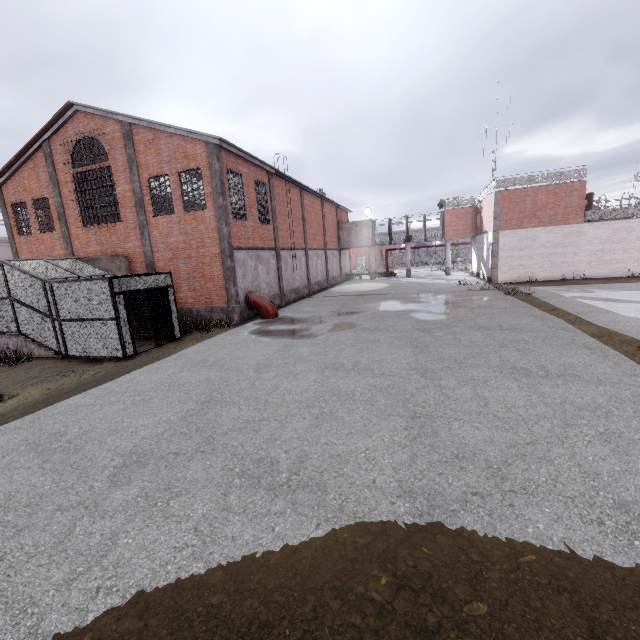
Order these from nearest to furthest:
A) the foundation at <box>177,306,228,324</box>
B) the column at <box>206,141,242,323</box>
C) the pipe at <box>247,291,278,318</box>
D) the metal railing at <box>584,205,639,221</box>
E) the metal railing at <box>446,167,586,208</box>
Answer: the column at <box>206,141,242,323</box> < the foundation at <box>177,306,228,324</box> < the pipe at <box>247,291,278,318</box> < the metal railing at <box>584,205,639,221</box> < the metal railing at <box>446,167,586,208</box>

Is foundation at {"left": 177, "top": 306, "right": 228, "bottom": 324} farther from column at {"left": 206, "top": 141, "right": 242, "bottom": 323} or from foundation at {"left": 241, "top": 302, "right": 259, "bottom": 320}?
foundation at {"left": 241, "top": 302, "right": 259, "bottom": 320}

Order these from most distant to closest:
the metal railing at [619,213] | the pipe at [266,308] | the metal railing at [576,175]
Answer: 1. the metal railing at [576,175]
2. the metal railing at [619,213]
3. the pipe at [266,308]

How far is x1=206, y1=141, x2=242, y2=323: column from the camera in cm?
1569

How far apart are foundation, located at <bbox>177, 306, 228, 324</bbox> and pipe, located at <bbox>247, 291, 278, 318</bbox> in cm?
113

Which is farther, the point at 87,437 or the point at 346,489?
the point at 87,437

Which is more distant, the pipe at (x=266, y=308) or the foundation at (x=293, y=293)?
the foundation at (x=293, y=293)

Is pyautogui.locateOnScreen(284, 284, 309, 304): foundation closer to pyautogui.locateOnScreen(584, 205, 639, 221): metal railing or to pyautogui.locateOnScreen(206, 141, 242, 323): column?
pyautogui.locateOnScreen(206, 141, 242, 323): column
